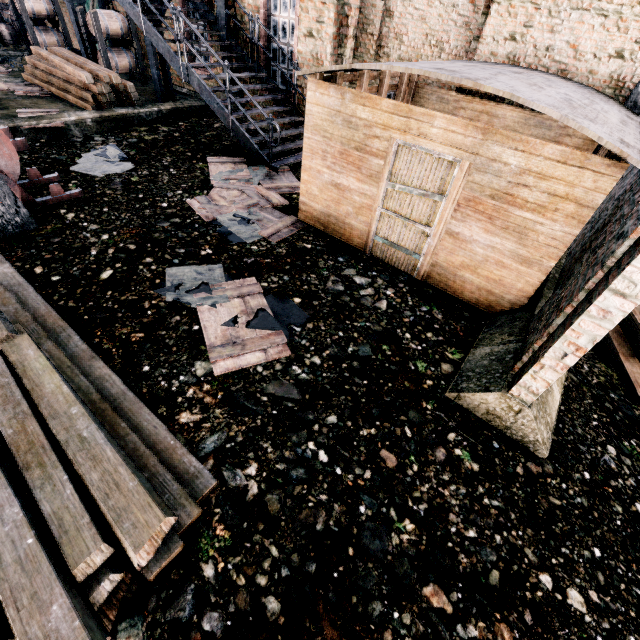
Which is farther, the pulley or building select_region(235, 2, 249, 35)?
building select_region(235, 2, 249, 35)

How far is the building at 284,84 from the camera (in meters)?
11.76

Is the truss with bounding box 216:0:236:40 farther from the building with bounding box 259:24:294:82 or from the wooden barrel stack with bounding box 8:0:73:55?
the wooden barrel stack with bounding box 8:0:73:55

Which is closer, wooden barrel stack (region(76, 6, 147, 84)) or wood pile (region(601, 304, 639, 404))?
wood pile (region(601, 304, 639, 404))

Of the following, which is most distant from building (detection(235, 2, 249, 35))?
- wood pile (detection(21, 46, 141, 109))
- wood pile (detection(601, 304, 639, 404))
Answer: wood pile (detection(21, 46, 141, 109))

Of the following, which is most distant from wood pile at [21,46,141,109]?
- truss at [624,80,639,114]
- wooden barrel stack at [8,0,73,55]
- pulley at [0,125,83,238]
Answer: truss at [624,80,639,114]

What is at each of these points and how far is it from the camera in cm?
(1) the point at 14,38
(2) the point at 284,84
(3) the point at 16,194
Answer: (1) wooden barrel, 1794
(2) building, 1204
(3) pulley, 596
